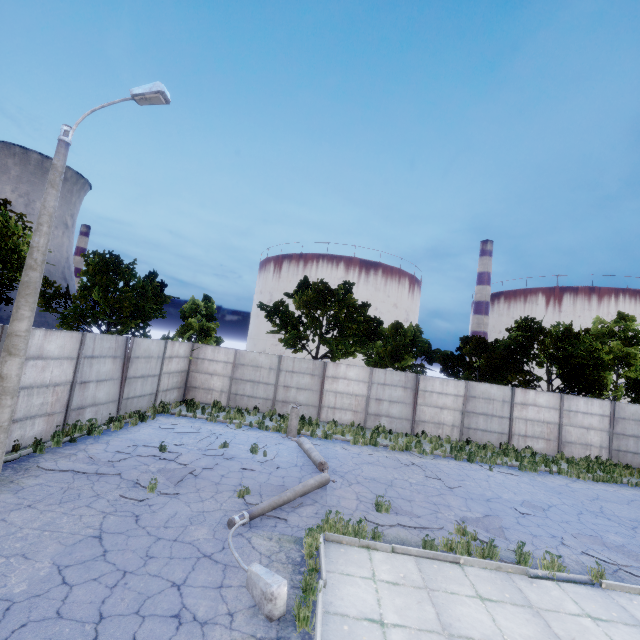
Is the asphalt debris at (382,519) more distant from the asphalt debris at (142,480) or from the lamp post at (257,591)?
the asphalt debris at (142,480)

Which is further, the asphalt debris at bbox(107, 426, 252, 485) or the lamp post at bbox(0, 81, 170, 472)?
the asphalt debris at bbox(107, 426, 252, 485)

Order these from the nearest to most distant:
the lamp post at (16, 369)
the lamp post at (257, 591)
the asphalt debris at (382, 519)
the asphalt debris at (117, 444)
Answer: the lamp post at (257, 591) → the lamp post at (16, 369) → the asphalt debris at (382, 519) → the asphalt debris at (117, 444)

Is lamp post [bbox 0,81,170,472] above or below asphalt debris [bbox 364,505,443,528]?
above

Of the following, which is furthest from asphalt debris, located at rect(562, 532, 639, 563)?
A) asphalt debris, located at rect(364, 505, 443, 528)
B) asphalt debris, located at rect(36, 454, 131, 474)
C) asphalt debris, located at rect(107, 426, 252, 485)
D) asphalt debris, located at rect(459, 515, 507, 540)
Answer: asphalt debris, located at rect(36, 454, 131, 474)

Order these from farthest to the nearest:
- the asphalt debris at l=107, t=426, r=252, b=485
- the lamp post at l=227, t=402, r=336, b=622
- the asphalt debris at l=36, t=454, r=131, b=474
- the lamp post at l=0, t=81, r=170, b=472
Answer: the asphalt debris at l=107, t=426, r=252, b=485 < the asphalt debris at l=36, t=454, r=131, b=474 < the lamp post at l=0, t=81, r=170, b=472 < the lamp post at l=227, t=402, r=336, b=622

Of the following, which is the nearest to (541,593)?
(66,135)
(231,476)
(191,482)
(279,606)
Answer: (279,606)

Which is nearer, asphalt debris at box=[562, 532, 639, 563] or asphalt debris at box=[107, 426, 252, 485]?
asphalt debris at box=[562, 532, 639, 563]
